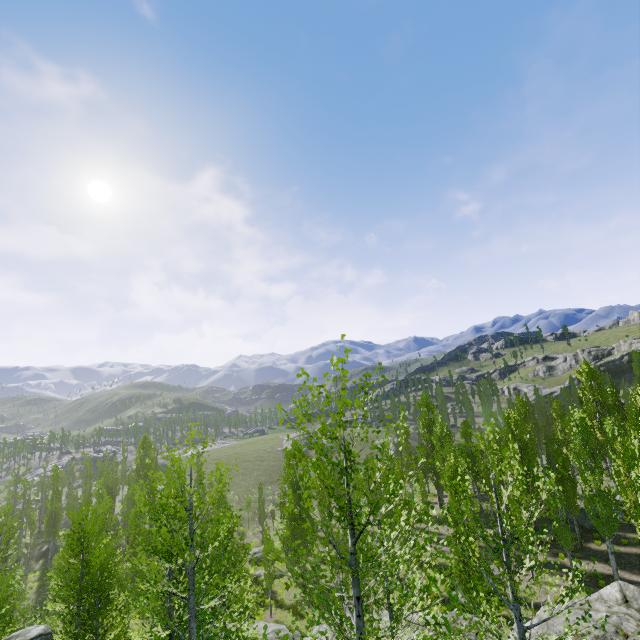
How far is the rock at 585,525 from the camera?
30.0 meters

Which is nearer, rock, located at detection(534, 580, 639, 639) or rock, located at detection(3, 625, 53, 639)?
rock, located at detection(534, 580, 639, 639)

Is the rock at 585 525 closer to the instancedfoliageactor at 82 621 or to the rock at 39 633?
the instancedfoliageactor at 82 621

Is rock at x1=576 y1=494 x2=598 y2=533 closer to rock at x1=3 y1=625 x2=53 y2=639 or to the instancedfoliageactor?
the instancedfoliageactor

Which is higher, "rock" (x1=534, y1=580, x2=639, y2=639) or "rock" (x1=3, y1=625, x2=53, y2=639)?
"rock" (x1=534, y1=580, x2=639, y2=639)

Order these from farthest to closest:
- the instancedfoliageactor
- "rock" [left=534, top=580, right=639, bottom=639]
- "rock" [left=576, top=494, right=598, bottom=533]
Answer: "rock" [left=576, top=494, right=598, bottom=533], "rock" [left=534, top=580, right=639, bottom=639], the instancedfoliageactor

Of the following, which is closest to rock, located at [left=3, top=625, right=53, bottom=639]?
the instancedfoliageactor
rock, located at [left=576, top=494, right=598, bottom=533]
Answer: the instancedfoliageactor

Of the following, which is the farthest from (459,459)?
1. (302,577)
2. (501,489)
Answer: (302,577)
